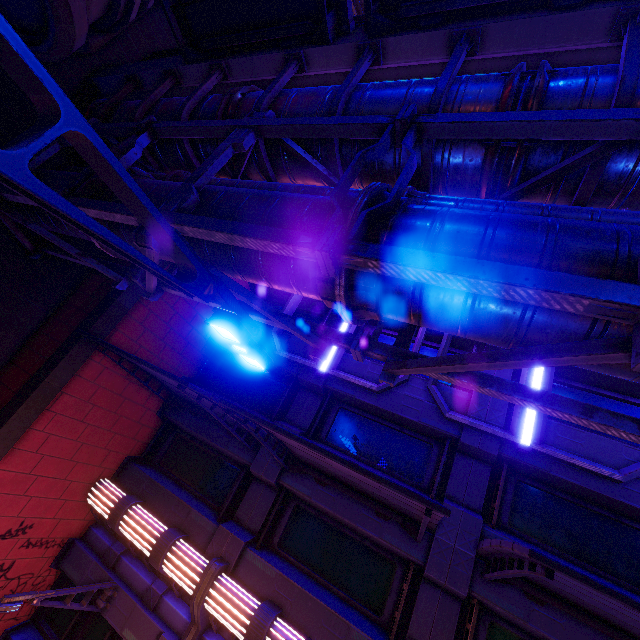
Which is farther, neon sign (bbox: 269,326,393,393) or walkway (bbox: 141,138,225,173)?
neon sign (bbox: 269,326,393,393)

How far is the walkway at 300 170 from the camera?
5.8m

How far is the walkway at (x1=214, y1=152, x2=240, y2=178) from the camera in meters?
6.4 m

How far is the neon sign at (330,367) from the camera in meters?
9.3 m

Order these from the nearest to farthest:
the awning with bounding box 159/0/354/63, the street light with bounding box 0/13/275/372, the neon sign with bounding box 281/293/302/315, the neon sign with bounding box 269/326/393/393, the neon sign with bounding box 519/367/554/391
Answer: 1. the street light with bounding box 0/13/275/372
2. the awning with bounding box 159/0/354/63
3. the neon sign with bounding box 519/367/554/391
4. the neon sign with bounding box 269/326/393/393
5. the neon sign with bounding box 281/293/302/315

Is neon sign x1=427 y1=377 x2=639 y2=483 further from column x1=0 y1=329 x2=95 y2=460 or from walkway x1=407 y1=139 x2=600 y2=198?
column x1=0 y1=329 x2=95 y2=460

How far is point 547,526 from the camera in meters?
7.6
